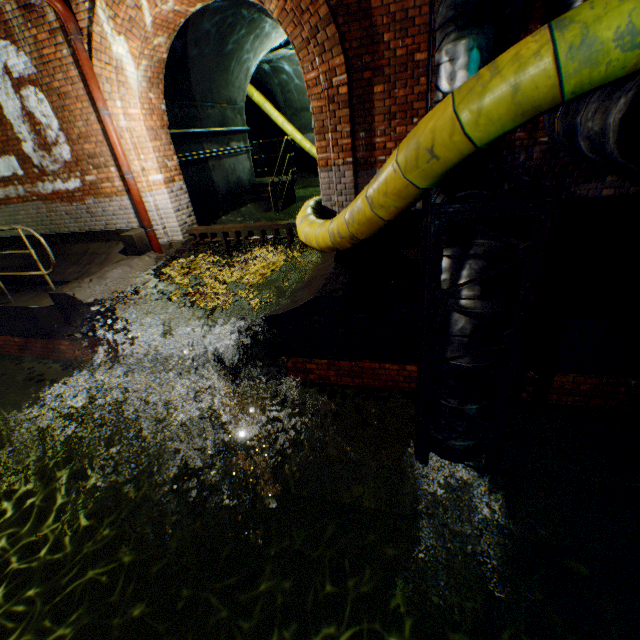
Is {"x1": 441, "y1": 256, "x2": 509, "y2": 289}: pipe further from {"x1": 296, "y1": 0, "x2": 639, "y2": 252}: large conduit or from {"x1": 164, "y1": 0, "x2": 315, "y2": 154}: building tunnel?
{"x1": 164, "y1": 0, "x2": 315, "y2": 154}: building tunnel

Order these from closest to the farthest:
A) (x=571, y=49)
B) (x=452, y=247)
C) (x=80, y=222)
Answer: (x=571, y=49), (x=452, y=247), (x=80, y=222)

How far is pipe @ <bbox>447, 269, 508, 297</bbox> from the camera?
2.51m

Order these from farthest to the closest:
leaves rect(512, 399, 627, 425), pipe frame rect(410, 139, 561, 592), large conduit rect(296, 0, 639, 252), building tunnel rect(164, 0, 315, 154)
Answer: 1. building tunnel rect(164, 0, 315, 154)
2. leaves rect(512, 399, 627, 425)
3. pipe frame rect(410, 139, 561, 592)
4. large conduit rect(296, 0, 639, 252)

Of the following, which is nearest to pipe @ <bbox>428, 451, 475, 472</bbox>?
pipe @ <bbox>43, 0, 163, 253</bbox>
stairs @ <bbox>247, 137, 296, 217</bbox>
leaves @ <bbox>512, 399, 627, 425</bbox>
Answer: leaves @ <bbox>512, 399, 627, 425</bbox>

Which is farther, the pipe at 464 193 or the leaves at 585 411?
the leaves at 585 411

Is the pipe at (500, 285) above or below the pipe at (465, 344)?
above

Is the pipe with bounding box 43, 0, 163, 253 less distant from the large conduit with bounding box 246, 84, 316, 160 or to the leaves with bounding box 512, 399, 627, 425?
the large conduit with bounding box 246, 84, 316, 160
